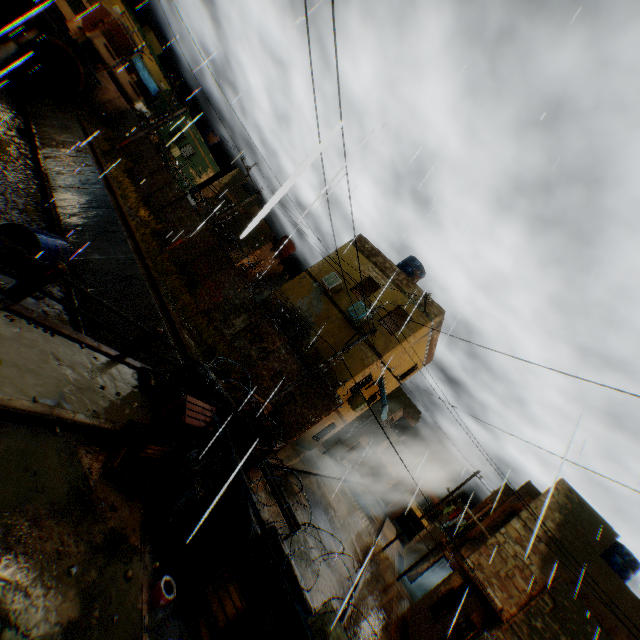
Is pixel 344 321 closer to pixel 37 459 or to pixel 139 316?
pixel 139 316

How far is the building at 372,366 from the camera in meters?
15.5 m

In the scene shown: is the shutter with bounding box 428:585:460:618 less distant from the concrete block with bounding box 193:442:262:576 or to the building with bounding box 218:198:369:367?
the building with bounding box 218:198:369:367

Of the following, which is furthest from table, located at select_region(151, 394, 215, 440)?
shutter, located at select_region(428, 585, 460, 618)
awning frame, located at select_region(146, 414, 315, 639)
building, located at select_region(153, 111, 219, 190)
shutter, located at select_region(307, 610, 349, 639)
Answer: building, located at select_region(153, 111, 219, 190)

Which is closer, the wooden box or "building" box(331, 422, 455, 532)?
the wooden box

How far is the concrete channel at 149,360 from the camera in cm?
1134

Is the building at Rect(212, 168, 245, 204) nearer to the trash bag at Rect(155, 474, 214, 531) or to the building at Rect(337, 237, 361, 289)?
the building at Rect(337, 237, 361, 289)

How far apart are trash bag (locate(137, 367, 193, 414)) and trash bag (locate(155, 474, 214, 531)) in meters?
0.6 m
